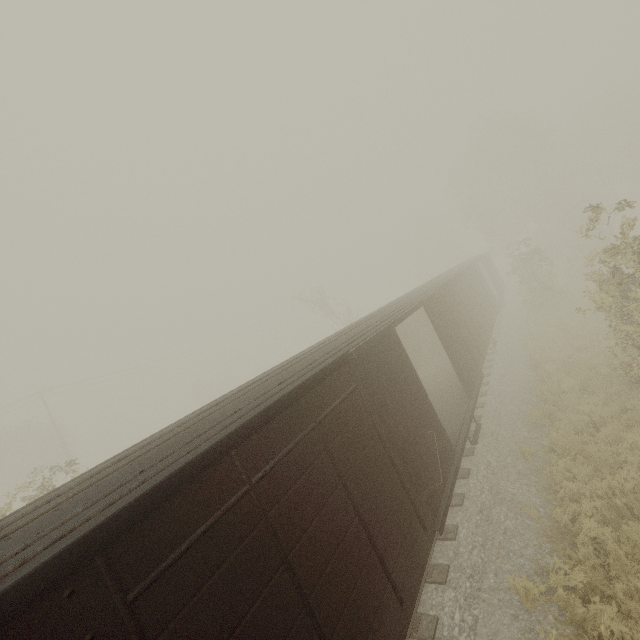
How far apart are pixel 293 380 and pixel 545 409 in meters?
9.4
